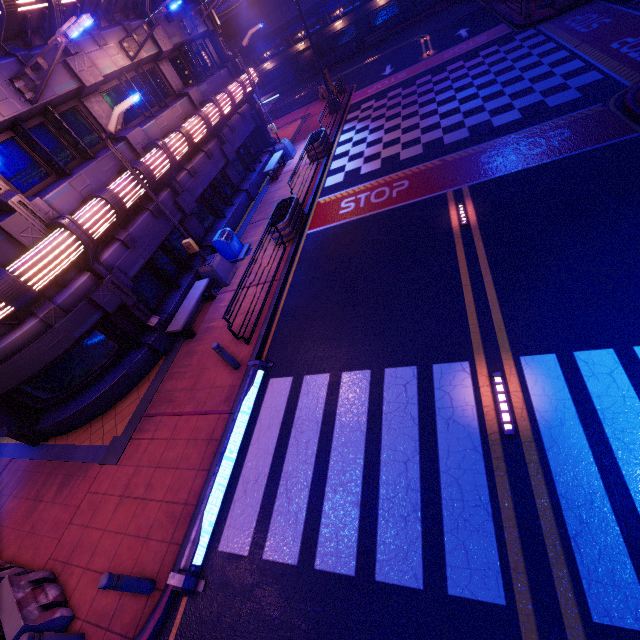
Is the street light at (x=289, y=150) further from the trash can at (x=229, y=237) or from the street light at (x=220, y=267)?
the street light at (x=220, y=267)

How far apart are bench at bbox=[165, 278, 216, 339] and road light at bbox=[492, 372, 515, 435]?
9.0 meters

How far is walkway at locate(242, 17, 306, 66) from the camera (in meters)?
38.25

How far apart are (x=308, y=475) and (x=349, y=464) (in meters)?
0.88

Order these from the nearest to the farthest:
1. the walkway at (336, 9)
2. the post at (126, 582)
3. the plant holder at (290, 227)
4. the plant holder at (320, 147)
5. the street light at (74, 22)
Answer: the post at (126, 582), the street light at (74, 22), the plant holder at (290, 227), the plant holder at (320, 147), the walkway at (336, 9)

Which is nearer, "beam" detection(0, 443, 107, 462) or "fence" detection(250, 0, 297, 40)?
"beam" detection(0, 443, 107, 462)

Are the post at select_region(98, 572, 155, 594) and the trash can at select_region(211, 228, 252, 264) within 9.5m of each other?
no

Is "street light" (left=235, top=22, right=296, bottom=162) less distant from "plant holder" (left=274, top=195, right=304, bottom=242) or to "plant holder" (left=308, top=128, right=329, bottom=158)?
"plant holder" (left=308, top=128, right=329, bottom=158)
